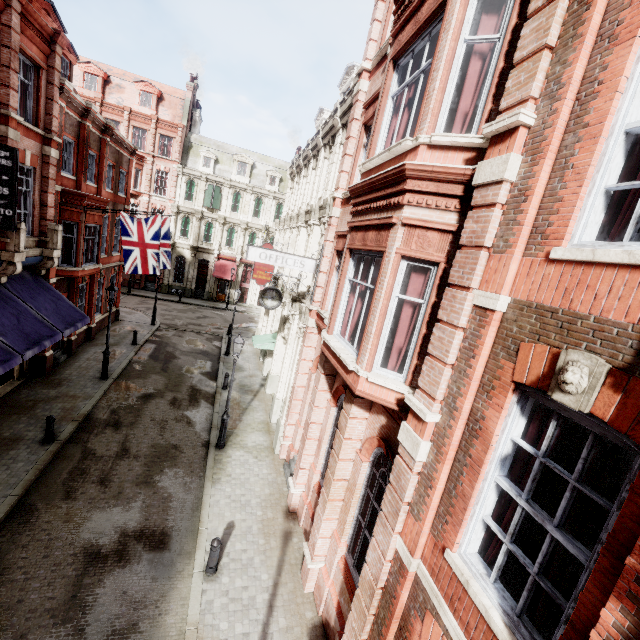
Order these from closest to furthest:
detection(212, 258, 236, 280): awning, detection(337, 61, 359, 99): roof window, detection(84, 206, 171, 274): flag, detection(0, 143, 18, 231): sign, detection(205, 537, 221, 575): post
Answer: detection(205, 537, 221, 575): post < detection(0, 143, 18, 231): sign < detection(337, 61, 359, 99): roof window < detection(84, 206, 171, 274): flag < detection(212, 258, 236, 280): awning

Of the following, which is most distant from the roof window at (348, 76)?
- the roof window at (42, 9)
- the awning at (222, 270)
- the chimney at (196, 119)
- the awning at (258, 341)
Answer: the chimney at (196, 119)

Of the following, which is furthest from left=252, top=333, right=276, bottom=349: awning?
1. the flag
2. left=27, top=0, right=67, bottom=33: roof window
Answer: left=27, top=0, right=67, bottom=33: roof window

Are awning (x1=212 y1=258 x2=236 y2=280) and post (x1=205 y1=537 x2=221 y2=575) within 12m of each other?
no

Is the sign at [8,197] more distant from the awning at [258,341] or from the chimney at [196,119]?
the chimney at [196,119]

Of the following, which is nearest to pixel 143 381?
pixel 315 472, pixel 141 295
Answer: pixel 315 472

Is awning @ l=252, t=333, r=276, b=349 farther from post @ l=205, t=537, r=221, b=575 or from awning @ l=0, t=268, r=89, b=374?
post @ l=205, t=537, r=221, b=575

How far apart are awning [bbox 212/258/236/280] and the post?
31.1 meters
